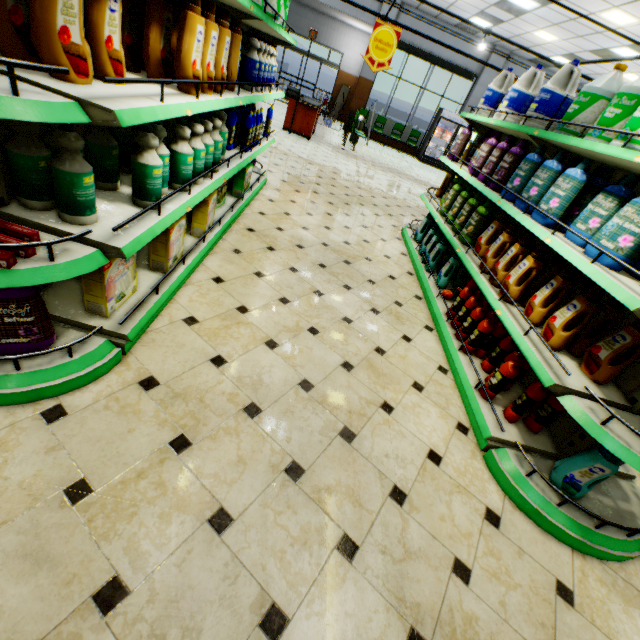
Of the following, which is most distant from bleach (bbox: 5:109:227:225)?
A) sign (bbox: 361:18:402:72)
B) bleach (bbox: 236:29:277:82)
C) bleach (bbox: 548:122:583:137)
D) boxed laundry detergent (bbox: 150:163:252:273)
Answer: sign (bbox: 361:18:402:72)

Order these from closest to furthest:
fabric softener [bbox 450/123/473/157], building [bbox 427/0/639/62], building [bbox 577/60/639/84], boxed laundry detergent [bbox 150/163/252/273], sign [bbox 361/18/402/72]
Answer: boxed laundry detergent [bbox 150/163/252/273] < fabric softener [bbox 450/123/473/157] < sign [bbox 361/18/402/72] < building [bbox 427/0/639/62] < building [bbox 577/60/639/84]

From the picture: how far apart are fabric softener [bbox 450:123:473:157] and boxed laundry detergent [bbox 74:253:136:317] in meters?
4.5

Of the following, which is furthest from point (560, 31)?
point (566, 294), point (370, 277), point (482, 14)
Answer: point (566, 294)

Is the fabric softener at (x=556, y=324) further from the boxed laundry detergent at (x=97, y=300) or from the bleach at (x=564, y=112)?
the boxed laundry detergent at (x=97, y=300)

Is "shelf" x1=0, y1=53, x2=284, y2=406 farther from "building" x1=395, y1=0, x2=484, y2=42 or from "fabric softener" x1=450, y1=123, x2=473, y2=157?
"fabric softener" x1=450, y1=123, x2=473, y2=157

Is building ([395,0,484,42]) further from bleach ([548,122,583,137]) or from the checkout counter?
bleach ([548,122,583,137])

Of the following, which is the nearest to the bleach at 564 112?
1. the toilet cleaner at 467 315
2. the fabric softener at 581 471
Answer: the toilet cleaner at 467 315
